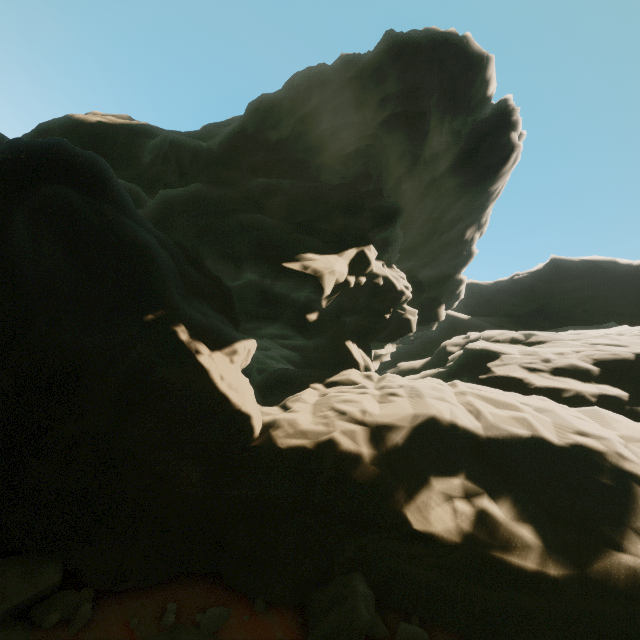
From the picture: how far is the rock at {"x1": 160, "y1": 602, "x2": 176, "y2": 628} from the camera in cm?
693

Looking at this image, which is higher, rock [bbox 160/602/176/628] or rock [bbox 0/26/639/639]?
rock [bbox 0/26/639/639]

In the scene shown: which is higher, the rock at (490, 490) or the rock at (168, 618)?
the rock at (490, 490)

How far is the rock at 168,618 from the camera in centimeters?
693cm

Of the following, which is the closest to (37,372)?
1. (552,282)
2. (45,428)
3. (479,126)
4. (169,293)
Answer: (45,428)
